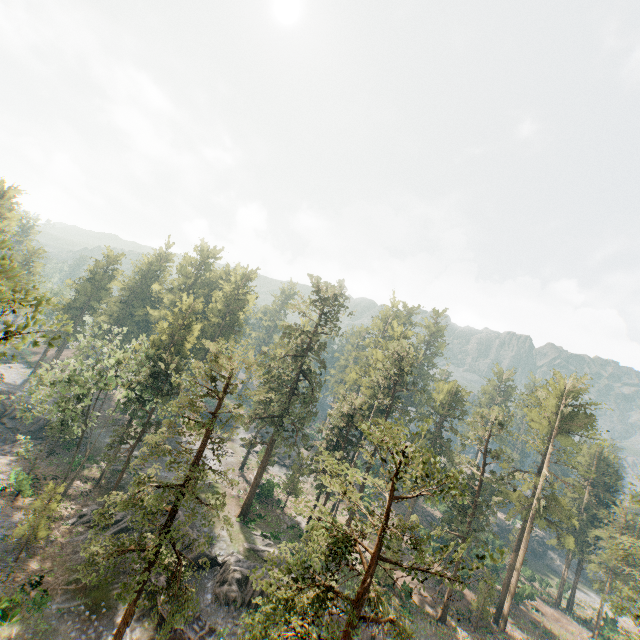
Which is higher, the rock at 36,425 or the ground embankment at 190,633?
the ground embankment at 190,633

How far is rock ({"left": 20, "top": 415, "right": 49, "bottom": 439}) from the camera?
47.69m

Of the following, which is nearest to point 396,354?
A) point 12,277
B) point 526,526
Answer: point 526,526

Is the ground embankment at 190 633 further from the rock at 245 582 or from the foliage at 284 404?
the foliage at 284 404

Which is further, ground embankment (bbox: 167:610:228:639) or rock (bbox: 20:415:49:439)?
rock (bbox: 20:415:49:439)

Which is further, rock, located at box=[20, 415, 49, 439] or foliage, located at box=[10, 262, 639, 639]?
rock, located at box=[20, 415, 49, 439]

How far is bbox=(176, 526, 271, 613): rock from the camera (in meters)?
28.28

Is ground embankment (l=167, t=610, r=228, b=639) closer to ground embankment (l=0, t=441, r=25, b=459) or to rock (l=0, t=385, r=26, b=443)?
ground embankment (l=0, t=441, r=25, b=459)
